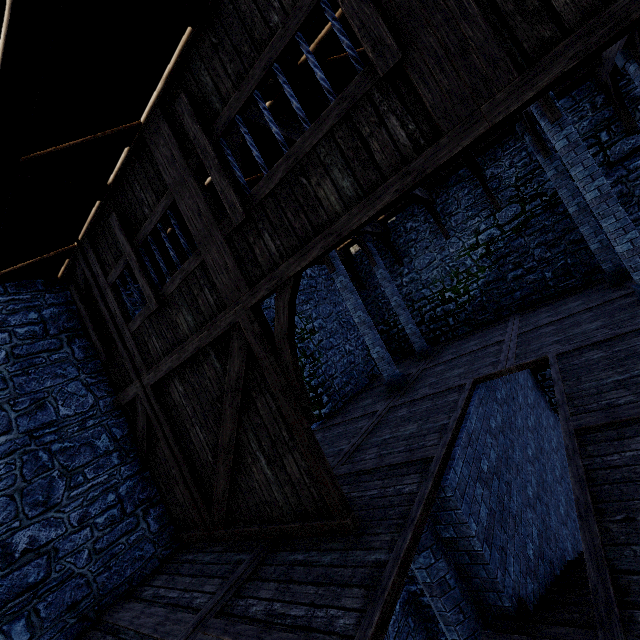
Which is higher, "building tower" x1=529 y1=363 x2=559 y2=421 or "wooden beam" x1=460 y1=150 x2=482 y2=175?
"wooden beam" x1=460 y1=150 x2=482 y2=175

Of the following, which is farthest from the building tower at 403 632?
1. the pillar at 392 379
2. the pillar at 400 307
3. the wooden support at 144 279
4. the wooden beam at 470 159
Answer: the wooden support at 144 279

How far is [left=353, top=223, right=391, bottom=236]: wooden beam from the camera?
12.3m

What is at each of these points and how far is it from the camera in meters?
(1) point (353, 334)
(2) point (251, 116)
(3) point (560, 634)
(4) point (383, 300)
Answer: (1) building tower, 14.3
(2) wooden beam, 4.5
(3) stairs, 3.5
(4) building tower, 15.6

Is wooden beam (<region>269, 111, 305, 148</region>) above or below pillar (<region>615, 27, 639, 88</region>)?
above

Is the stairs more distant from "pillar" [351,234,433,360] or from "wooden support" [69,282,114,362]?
"pillar" [351,234,433,360]

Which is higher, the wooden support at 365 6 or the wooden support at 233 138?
the wooden support at 233 138

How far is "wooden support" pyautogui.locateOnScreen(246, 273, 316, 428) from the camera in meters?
3.6
